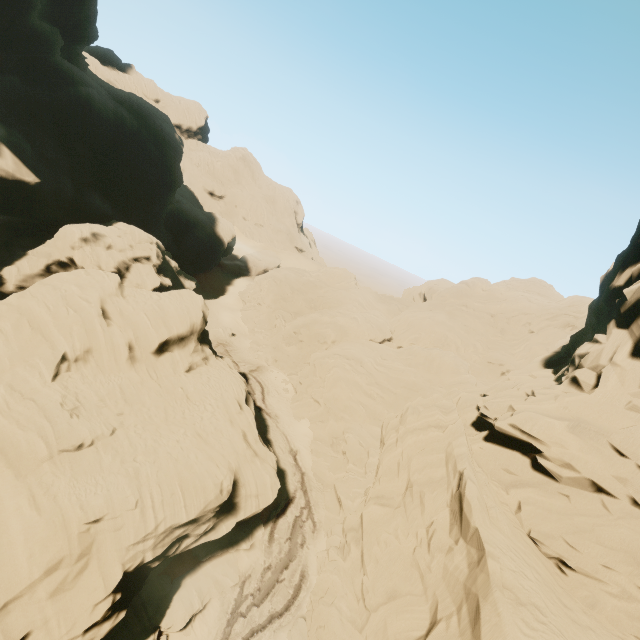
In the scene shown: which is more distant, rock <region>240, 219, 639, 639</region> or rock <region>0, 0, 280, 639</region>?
rock <region>0, 0, 280, 639</region>

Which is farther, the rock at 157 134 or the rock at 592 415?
the rock at 157 134

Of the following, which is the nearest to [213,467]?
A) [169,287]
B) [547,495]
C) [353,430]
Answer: [353,430]
